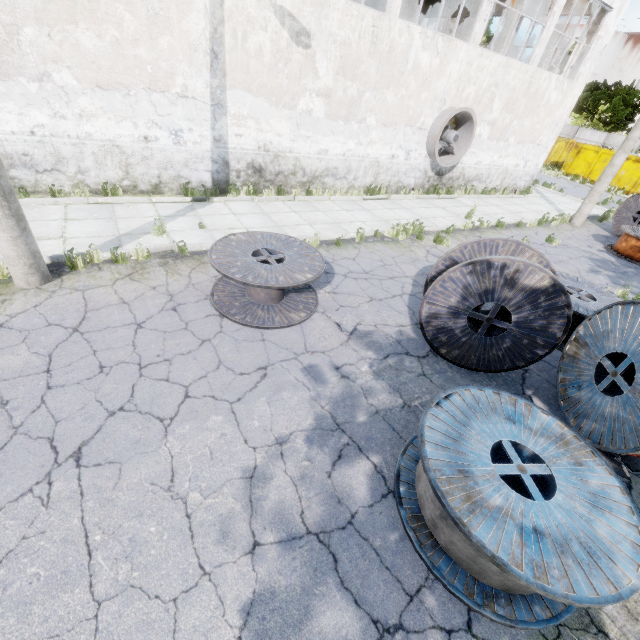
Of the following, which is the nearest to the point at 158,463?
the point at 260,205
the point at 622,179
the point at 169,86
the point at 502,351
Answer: the point at 502,351

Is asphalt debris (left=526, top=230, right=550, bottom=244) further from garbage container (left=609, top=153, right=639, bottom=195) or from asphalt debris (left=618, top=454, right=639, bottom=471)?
garbage container (left=609, top=153, right=639, bottom=195)

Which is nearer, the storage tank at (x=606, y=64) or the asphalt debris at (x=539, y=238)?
the asphalt debris at (x=539, y=238)

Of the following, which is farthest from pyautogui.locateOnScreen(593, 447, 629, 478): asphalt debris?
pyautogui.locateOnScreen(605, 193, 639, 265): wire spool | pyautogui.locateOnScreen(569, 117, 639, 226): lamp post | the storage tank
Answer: the storage tank

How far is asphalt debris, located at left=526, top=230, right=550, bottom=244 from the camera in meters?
12.0 m

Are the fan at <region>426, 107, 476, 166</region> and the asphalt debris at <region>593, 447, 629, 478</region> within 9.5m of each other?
no

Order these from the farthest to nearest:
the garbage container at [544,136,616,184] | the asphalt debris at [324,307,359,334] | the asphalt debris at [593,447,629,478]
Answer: the garbage container at [544,136,616,184] < the asphalt debris at [324,307,359,334] < the asphalt debris at [593,447,629,478]

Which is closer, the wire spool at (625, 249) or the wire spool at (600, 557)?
the wire spool at (600, 557)
